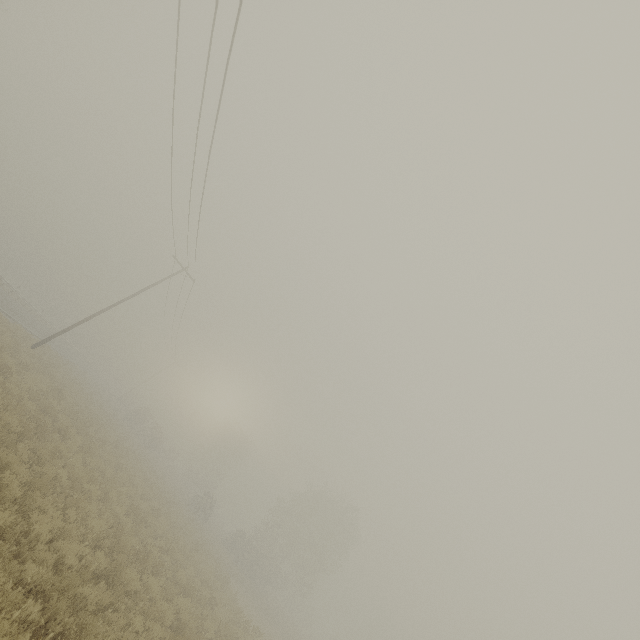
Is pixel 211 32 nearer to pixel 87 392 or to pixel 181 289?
pixel 181 289
